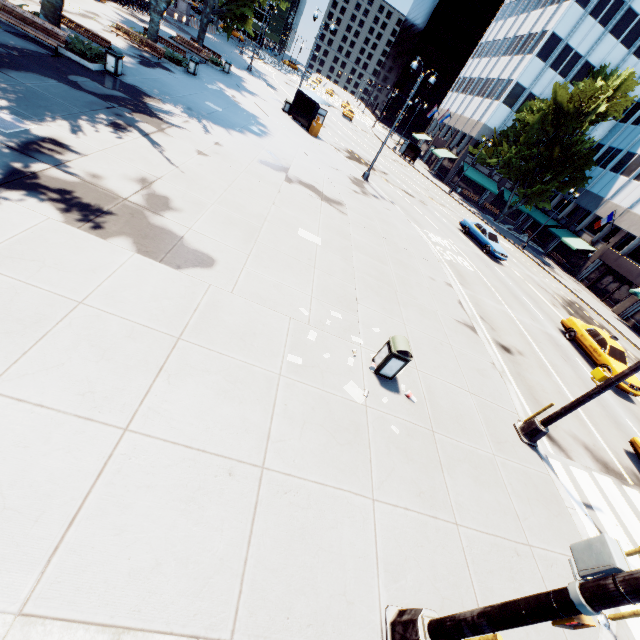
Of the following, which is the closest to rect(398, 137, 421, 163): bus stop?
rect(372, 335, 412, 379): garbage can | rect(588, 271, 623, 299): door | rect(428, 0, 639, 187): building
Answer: rect(428, 0, 639, 187): building

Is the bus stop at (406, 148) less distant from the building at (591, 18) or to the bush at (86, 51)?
the building at (591, 18)

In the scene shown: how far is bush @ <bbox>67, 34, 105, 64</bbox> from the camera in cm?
1372

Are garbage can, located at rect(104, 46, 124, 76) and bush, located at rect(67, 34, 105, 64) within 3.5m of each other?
yes

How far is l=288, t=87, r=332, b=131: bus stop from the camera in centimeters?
2634cm

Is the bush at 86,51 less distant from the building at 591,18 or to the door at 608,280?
the building at 591,18

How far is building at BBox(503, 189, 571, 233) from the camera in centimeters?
4828cm

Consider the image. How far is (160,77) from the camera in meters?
17.9 m
